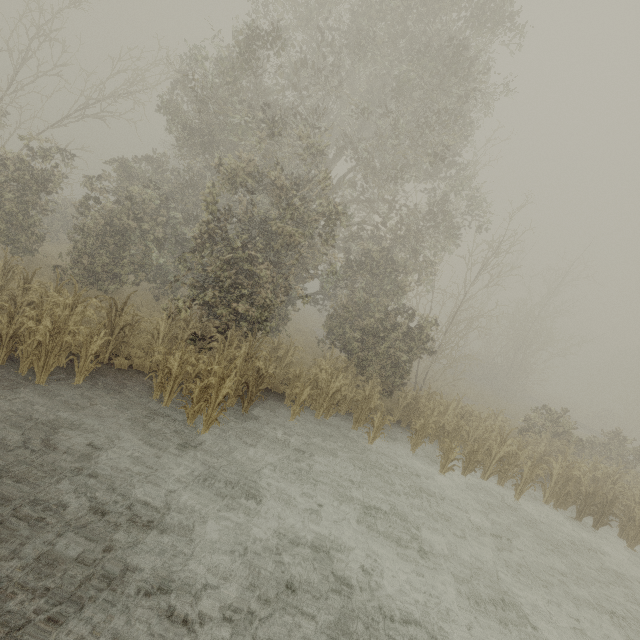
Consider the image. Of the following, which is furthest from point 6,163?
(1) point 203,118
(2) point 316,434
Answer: (2) point 316,434
